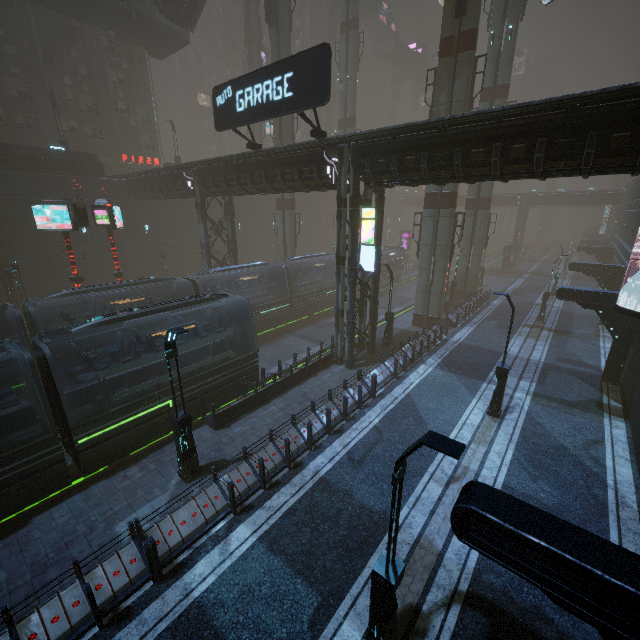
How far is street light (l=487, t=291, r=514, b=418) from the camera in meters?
13.3

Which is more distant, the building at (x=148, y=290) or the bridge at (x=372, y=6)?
the bridge at (x=372, y=6)

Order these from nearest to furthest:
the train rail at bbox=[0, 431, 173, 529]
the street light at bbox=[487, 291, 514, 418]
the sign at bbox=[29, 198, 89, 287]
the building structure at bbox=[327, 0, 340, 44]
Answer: the train rail at bbox=[0, 431, 173, 529] < the street light at bbox=[487, 291, 514, 418] < the sign at bbox=[29, 198, 89, 287] < the building structure at bbox=[327, 0, 340, 44]

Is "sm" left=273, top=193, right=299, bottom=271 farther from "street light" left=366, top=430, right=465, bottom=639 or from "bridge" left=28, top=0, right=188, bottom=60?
"street light" left=366, top=430, right=465, bottom=639

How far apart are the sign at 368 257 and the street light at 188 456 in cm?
1021

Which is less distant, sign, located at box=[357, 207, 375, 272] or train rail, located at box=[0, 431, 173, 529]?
train rail, located at box=[0, 431, 173, 529]

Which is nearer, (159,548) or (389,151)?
(159,548)

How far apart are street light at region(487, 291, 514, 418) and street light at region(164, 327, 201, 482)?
11.89m
